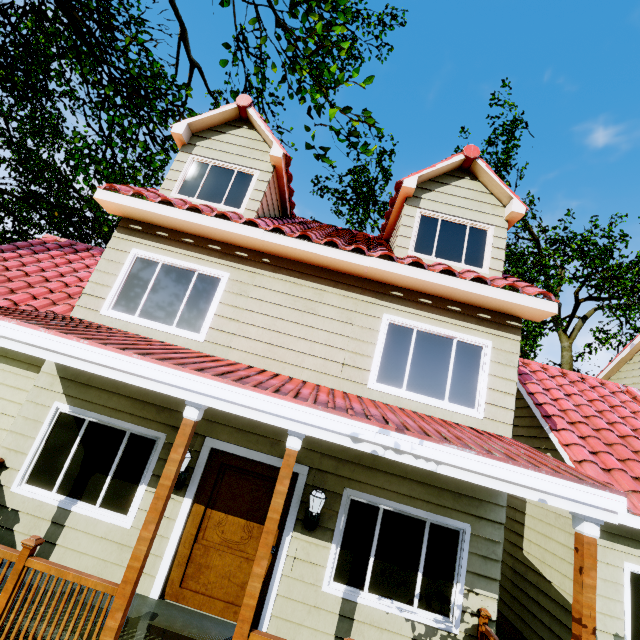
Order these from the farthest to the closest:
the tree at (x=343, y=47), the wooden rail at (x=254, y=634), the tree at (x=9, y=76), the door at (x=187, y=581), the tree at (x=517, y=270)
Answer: the tree at (x=517, y=270)
the tree at (x=9, y=76)
the tree at (x=343, y=47)
the door at (x=187, y=581)
the wooden rail at (x=254, y=634)

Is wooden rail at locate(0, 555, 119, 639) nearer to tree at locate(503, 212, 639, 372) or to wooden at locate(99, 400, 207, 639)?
wooden at locate(99, 400, 207, 639)

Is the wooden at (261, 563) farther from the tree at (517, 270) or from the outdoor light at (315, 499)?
the tree at (517, 270)

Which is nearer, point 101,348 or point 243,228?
point 101,348

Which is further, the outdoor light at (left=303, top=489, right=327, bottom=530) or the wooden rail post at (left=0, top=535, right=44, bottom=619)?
the outdoor light at (left=303, top=489, right=327, bottom=530)

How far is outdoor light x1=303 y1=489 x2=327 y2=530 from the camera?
4.7 meters

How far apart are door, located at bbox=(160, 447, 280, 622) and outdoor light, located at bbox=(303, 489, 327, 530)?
0.42m

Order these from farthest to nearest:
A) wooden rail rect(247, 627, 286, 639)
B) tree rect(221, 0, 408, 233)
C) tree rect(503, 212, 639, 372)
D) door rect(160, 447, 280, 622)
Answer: tree rect(503, 212, 639, 372)
tree rect(221, 0, 408, 233)
door rect(160, 447, 280, 622)
wooden rail rect(247, 627, 286, 639)
